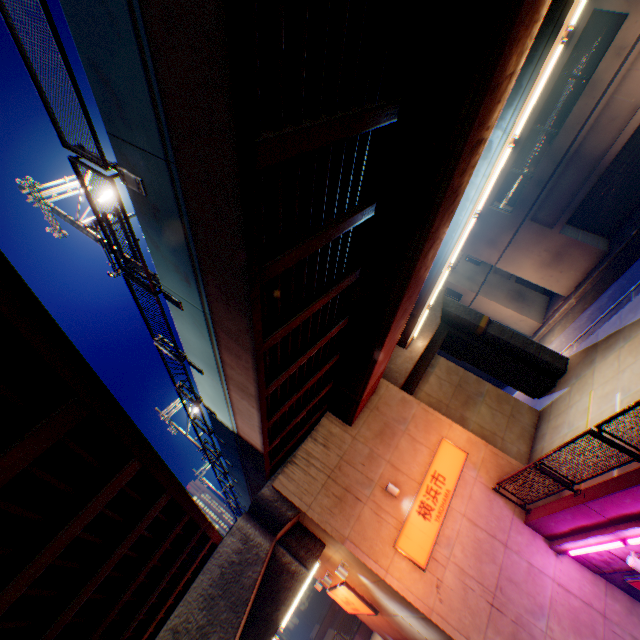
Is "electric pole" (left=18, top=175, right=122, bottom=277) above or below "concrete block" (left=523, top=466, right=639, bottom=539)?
above

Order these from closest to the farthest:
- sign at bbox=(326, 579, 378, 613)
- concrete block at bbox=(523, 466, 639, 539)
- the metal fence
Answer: the metal fence < concrete block at bbox=(523, 466, 639, 539) < sign at bbox=(326, 579, 378, 613)

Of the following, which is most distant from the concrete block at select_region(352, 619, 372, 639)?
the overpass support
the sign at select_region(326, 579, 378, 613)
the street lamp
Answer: the street lamp

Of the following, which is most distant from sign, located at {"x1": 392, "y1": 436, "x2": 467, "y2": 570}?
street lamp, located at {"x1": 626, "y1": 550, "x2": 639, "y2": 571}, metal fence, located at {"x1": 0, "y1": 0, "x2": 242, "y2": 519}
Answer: street lamp, located at {"x1": 626, "y1": 550, "x2": 639, "y2": 571}

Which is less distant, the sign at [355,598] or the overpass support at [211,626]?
the overpass support at [211,626]

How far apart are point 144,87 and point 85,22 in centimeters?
90cm

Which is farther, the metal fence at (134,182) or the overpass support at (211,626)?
the metal fence at (134,182)

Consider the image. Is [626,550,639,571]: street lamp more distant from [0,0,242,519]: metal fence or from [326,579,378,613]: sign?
[326,579,378,613]: sign
